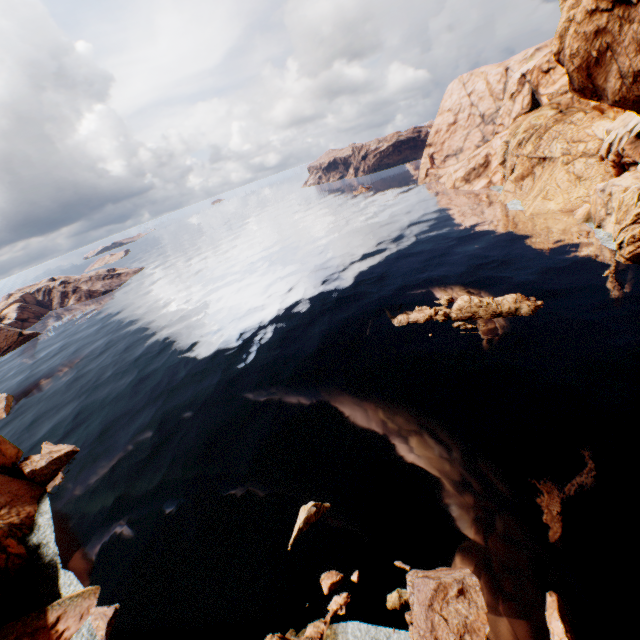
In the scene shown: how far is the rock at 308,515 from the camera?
24.84m

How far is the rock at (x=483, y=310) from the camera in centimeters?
3847cm

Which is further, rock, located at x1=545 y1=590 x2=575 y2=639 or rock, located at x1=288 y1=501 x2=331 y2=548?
rock, located at x1=288 y1=501 x2=331 y2=548

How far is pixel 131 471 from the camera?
36.6 meters

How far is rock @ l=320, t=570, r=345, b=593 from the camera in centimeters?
2112cm

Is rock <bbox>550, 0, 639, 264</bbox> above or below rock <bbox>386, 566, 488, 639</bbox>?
above

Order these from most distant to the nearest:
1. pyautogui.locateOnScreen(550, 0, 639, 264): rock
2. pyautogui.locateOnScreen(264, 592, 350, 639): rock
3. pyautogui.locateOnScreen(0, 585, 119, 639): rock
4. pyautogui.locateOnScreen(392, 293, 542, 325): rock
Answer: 1. pyautogui.locateOnScreen(392, 293, 542, 325): rock
2. pyautogui.locateOnScreen(0, 585, 119, 639): rock
3. pyautogui.locateOnScreen(264, 592, 350, 639): rock
4. pyautogui.locateOnScreen(550, 0, 639, 264): rock
